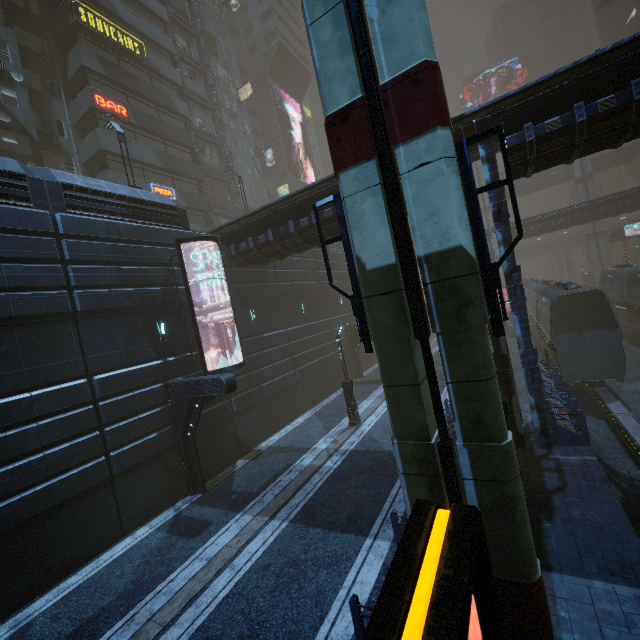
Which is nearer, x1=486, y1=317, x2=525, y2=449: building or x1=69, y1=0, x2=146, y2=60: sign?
x1=486, y1=317, x2=525, y2=449: building

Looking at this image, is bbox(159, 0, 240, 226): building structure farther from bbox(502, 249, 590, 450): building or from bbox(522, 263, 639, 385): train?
bbox(522, 263, 639, 385): train

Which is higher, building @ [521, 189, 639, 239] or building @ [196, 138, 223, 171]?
building @ [196, 138, 223, 171]

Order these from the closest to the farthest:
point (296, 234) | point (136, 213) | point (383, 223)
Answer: point (383, 223) < point (136, 213) < point (296, 234)

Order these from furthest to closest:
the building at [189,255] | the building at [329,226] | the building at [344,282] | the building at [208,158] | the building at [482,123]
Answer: the building at [208,158]
the building at [344,282]
the building at [189,255]
the building at [329,226]
the building at [482,123]

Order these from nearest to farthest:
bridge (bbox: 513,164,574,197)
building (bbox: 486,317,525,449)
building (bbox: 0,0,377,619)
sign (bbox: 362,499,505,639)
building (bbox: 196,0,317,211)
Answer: sign (bbox: 362,499,505,639), building (bbox: 0,0,377,619), building (bbox: 486,317,525,449), building (bbox: 196,0,317,211), bridge (bbox: 513,164,574,197)

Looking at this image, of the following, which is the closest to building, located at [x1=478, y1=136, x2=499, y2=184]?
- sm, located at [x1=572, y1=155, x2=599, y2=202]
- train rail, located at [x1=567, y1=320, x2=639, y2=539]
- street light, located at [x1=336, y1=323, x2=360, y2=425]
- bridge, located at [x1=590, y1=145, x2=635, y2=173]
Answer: train rail, located at [x1=567, y1=320, x2=639, y2=539]

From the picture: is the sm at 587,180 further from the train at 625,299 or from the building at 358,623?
the train at 625,299
